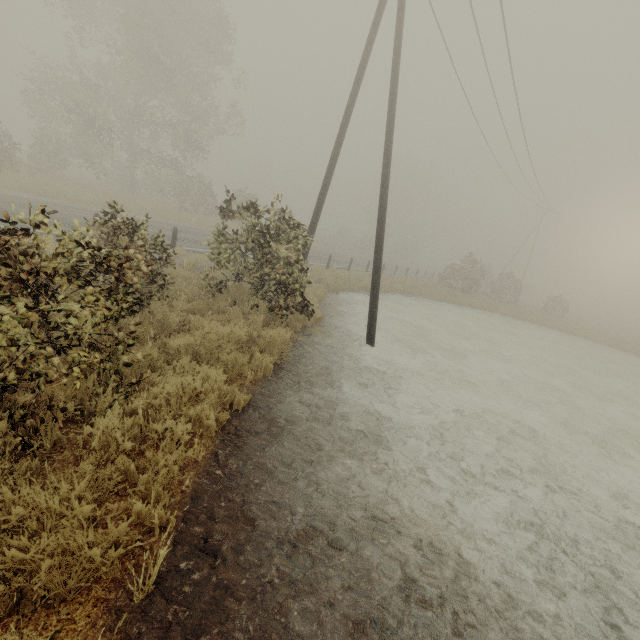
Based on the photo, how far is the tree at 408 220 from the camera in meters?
54.4

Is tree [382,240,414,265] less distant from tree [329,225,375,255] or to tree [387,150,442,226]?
tree [329,225,375,255]

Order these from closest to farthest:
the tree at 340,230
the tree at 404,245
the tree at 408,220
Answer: the tree at 340,230 → the tree at 404,245 → the tree at 408,220

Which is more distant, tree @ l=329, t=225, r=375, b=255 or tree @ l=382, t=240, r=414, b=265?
tree @ l=382, t=240, r=414, b=265

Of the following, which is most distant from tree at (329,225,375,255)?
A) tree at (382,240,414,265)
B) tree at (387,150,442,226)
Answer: tree at (387,150,442,226)

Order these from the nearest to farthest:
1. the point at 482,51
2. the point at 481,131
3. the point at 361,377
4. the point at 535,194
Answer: the point at 361,377
the point at 482,51
the point at 481,131
the point at 535,194

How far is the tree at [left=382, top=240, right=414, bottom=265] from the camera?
51.4 meters

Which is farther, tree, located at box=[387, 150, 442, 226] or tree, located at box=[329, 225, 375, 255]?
tree, located at box=[387, 150, 442, 226]
